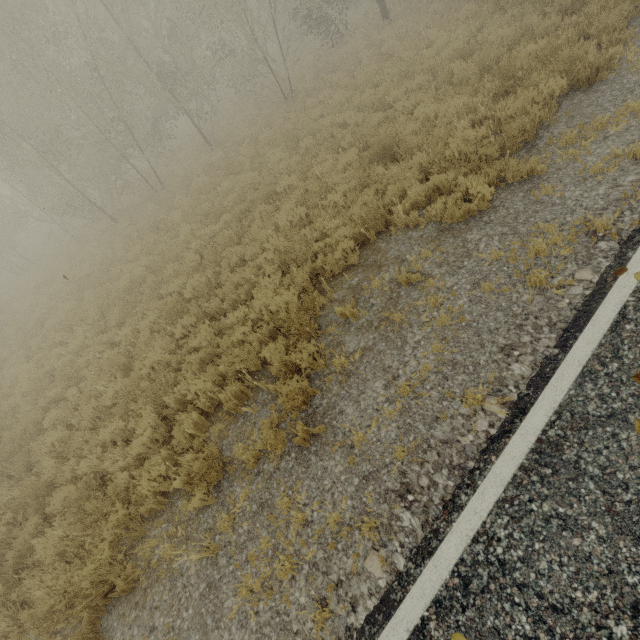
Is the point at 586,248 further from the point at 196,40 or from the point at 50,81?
the point at 196,40
